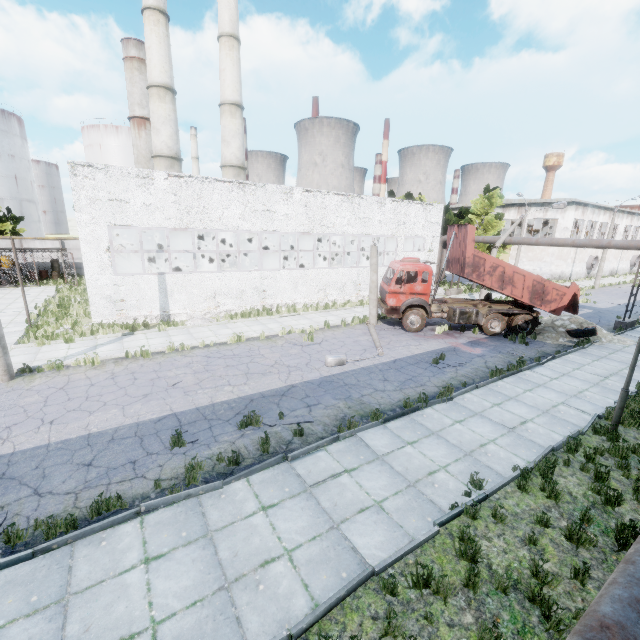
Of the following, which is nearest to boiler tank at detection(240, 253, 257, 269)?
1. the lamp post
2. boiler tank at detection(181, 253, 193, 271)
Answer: boiler tank at detection(181, 253, 193, 271)

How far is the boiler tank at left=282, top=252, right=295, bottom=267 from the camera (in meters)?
28.34

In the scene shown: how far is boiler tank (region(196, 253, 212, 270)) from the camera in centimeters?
2458cm

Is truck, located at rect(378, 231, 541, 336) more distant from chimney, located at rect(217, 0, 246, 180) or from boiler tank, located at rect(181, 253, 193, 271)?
chimney, located at rect(217, 0, 246, 180)

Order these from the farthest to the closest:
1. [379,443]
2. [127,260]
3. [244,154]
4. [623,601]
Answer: [244,154]
[127,260]
[379,443]
[623,601]

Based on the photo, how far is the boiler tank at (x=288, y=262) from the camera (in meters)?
28.34

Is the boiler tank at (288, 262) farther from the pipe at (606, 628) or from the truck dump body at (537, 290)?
the truck dump body at (537, 290)

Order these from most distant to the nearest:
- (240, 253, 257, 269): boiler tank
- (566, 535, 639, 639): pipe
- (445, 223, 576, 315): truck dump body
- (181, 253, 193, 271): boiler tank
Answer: (240, 253, 257, 269): boiler tank → (181, 253, 193, 271): boiler tank → (445, 223, 576, 315): truck dump body → (566, 535, 639, 639): pipe
